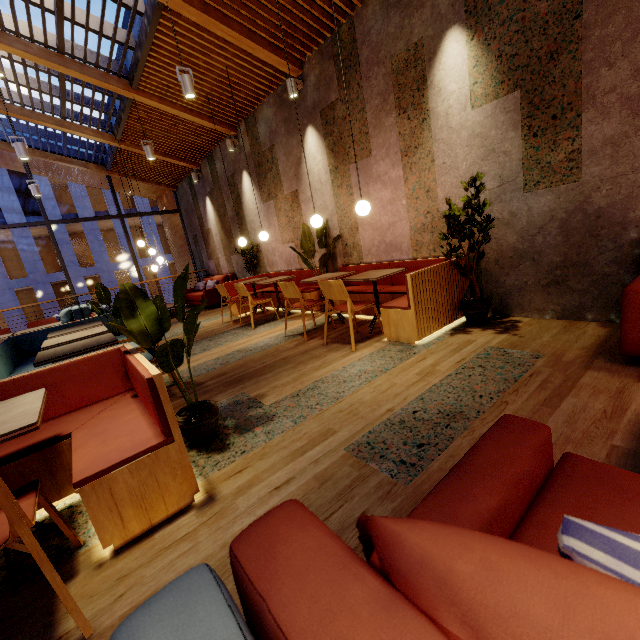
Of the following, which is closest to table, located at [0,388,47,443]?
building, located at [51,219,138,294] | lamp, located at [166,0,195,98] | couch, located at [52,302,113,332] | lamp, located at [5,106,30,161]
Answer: lamp, located at [166,0,195,98]

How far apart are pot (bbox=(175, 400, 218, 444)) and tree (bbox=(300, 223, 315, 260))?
3.6 meters

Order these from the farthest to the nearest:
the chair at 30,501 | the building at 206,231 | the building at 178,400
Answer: the building at 206,231
the building at 178,400
the chair at 30,501

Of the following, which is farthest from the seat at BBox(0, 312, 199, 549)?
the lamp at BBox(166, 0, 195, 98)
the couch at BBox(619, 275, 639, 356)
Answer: the lamp at BBox(166, 0, 195, 98)

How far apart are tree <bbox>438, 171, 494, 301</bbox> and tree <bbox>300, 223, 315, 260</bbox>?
2.25m

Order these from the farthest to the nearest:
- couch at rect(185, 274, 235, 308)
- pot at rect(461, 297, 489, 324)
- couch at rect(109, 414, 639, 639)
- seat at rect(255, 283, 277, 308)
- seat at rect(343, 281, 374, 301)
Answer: couch at rect(185, 274, 235, 308) → seat at rect(255, 283, 277, 308) → seat at rect(343, 281, 374, 301) → pot at rect(461, 297, 489, 324) → couch at rect(109, 414, 639, 639)

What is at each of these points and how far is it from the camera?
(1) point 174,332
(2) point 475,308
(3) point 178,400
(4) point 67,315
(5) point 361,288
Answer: (1) building, 7.0m
(2) pot, 3.8m
(3) building, 3.3m
(4) couch, 7.6m
(5) seat, 5.3m

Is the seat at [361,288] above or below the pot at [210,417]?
above
